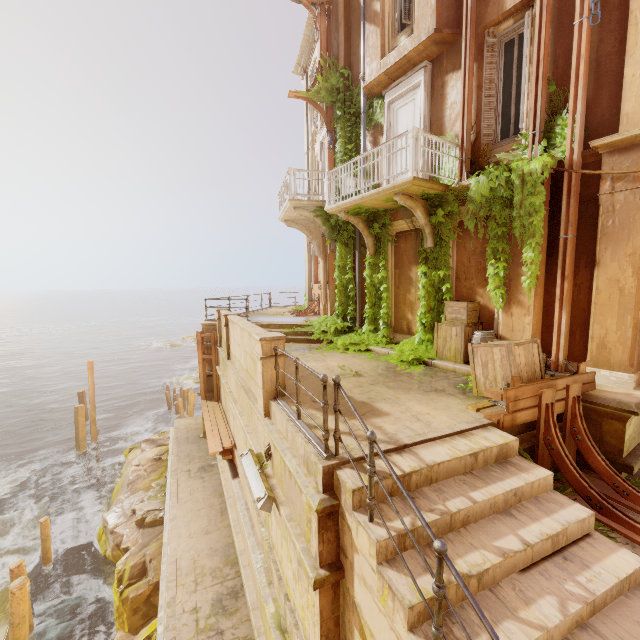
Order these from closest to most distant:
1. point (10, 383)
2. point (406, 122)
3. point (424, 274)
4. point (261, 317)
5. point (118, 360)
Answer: point (424, 274), point (406, 122), point (261, 317), point (10, 383), point (118, 360)

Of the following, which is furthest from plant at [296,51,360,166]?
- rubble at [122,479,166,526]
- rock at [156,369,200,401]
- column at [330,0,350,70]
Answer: rock at [156,369,200,401]

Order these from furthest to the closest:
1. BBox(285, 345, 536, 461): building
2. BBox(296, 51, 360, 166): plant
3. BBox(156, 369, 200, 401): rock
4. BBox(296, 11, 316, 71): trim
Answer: BBox(156, 369, 200, 401): rock
BBox(296, 11, 316, 71): trim
BBox(296, 51, 360, 166): plant
BBox(285, 345, 536, 461): building

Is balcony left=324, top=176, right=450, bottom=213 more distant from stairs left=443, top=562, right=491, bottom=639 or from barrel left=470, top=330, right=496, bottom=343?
stairs left=443, top=562, right=491, bottom=639

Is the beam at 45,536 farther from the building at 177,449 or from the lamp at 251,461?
the lamp at 251,461

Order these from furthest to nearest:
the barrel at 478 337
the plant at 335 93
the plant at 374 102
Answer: the plant at 335 93 < the plant at 374 102 < the barrel at 478 337

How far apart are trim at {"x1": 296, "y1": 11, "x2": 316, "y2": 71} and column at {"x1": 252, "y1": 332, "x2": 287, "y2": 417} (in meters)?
13.72

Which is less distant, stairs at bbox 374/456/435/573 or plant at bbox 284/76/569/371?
stairs at bbox 374/456/435/573
